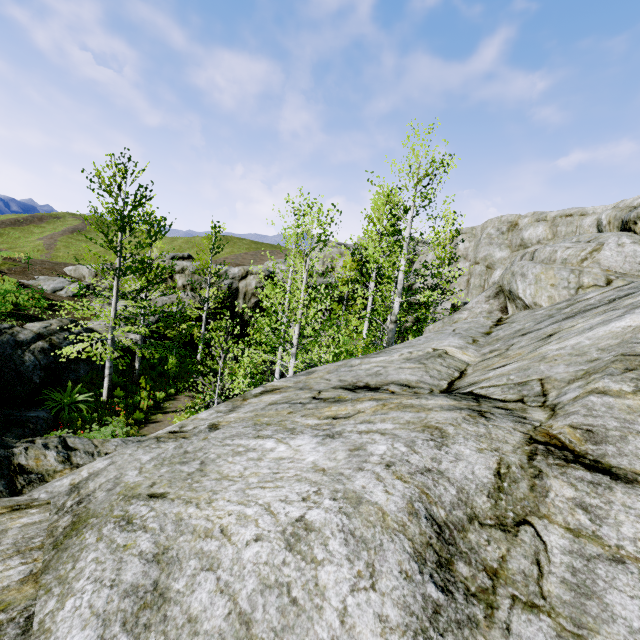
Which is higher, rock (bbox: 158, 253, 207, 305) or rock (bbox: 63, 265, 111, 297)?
rock (bbox: 158, 253, 207, 305)

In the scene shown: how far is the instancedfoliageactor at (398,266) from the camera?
10.0m

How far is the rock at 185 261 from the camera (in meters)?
25.39

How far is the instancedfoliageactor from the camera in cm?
1002

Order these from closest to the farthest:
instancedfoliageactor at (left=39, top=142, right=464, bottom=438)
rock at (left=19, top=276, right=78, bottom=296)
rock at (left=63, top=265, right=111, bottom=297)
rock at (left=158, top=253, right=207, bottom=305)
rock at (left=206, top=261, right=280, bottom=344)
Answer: instancedfoliageactor at (left=39, top=142, right=464, bottom=438)
rock at (left=19, top=276, right=78, bottom=296)
rock at (left=63, top=265, right=111, bottom=297)
rock at (left=158, top=253, right=207, bottom=305)
rock at (left=206, top=261, right=280, bottom=344)

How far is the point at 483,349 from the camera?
4.6 meters

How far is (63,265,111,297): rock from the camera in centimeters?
2288cm
